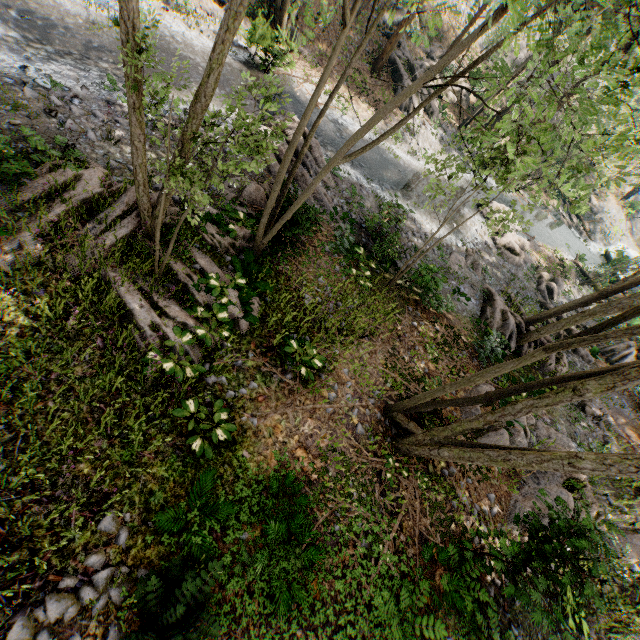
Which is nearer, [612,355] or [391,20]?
[391,20]

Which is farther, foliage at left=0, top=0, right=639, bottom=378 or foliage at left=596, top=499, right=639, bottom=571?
foliage at left=596, top=499, right=639, bottom=571

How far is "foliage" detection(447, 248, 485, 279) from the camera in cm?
1850

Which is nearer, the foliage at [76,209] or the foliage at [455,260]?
the foliage at [76,209]

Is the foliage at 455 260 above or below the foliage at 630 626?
below

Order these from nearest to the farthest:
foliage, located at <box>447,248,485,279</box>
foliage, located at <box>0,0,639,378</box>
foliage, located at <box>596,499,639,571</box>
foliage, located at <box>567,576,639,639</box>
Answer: foliage, located at <box>0,0,639,378</box> < foliage, located at <box>596,499,639,571</box> < foliage, located at <box>567,576,639,639</box> < foliage, located at <box>447,248,485,279</box>
